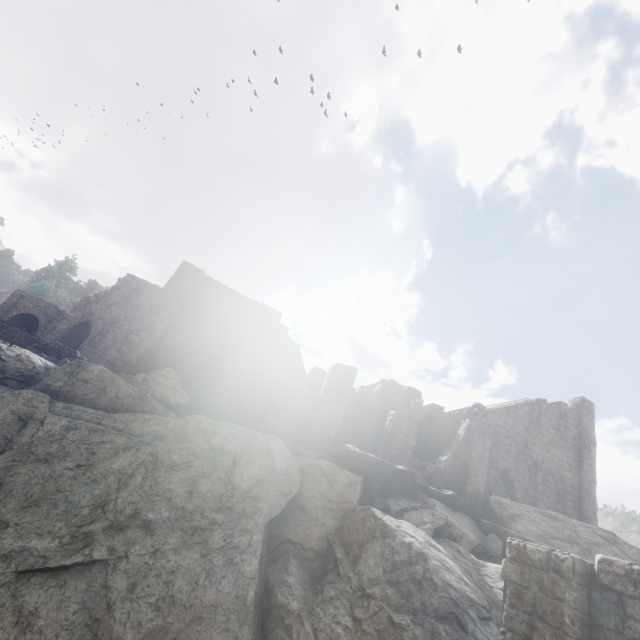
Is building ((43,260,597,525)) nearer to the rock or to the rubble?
the rubble

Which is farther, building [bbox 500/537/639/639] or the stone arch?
the stone arch

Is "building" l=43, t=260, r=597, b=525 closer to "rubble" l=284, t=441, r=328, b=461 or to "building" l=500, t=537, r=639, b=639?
"rubble" l=284, t=441, r=328, b=461

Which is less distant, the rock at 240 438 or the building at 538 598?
the building at 538 598

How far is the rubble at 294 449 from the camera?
13.7m

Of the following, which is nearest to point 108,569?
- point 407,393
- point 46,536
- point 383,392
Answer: point 46,536

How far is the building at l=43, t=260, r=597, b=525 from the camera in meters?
15.7 m

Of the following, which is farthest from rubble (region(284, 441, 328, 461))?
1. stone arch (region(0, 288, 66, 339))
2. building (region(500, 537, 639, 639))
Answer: stone arch (region(0, 288, 66, 339))
